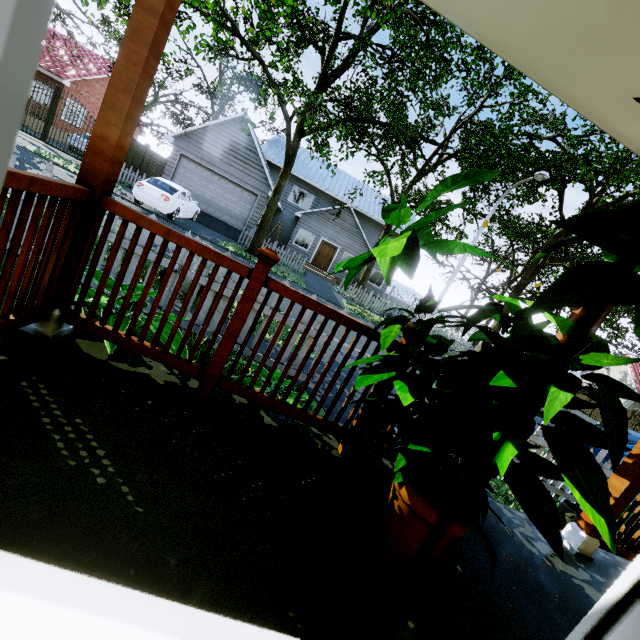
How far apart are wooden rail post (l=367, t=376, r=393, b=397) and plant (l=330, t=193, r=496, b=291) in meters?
0.1 m

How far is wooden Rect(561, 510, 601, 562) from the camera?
2.6m

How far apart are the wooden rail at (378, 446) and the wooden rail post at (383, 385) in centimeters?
4cm

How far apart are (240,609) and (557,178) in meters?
19.9 m

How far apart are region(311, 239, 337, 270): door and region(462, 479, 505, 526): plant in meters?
24.6 m

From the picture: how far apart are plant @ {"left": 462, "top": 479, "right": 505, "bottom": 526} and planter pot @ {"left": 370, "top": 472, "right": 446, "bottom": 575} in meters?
0.0

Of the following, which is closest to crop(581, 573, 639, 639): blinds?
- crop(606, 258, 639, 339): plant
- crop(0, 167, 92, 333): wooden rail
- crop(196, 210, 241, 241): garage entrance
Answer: crop(606, 258, 639, 339): plant

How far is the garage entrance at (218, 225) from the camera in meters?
18.6
